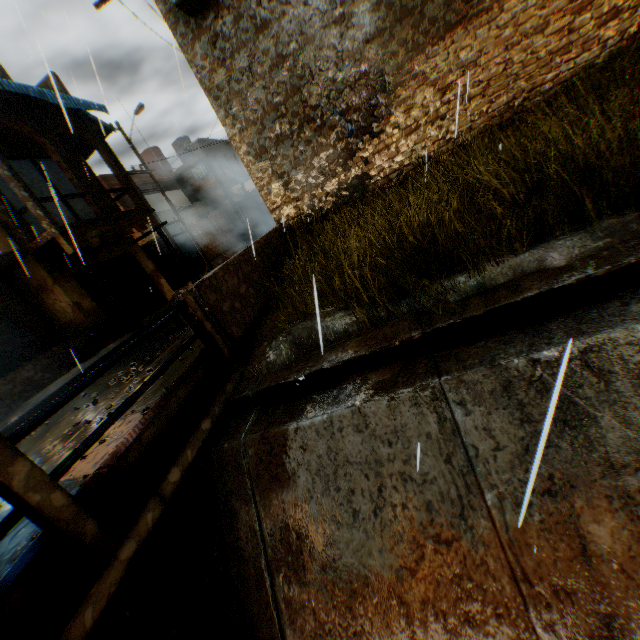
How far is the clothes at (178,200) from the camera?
21.7 meters

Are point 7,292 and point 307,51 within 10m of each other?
no

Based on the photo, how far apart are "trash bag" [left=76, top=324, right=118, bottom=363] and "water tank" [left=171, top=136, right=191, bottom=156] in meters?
20.6 m

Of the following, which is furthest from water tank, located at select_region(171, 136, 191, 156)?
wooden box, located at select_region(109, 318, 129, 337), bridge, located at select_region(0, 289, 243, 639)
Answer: bridge, located at select_region(0, 289, 243, 639)

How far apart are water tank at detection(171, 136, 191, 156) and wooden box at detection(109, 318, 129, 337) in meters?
20.5 m

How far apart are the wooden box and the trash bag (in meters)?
0.08

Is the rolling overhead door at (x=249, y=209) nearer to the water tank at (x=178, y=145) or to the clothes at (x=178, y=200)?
the clothes at (x=178, y=200)

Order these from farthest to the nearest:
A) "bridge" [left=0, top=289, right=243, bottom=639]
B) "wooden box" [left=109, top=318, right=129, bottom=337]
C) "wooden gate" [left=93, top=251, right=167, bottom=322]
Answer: "wooden gate" [left=93, top=251, right=167, bottom=322] → "wooden box" [left=109, top=318, right=129, bottom=337] → "bridge" [left=0, top=289, right=243, bottom=639]
